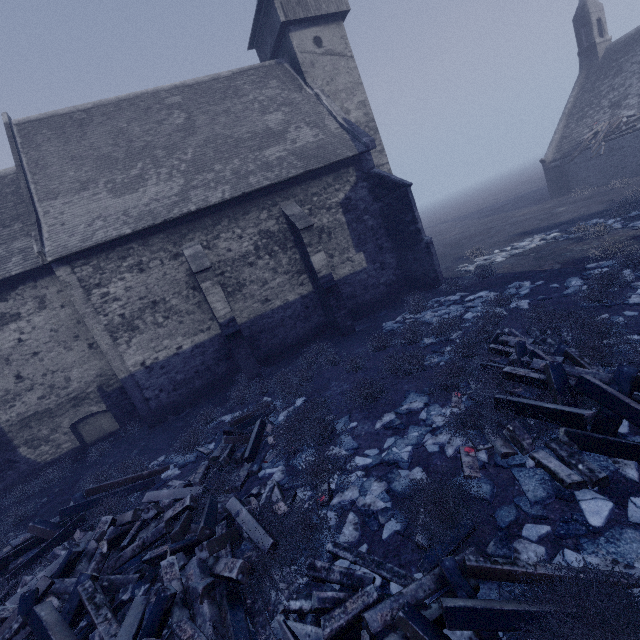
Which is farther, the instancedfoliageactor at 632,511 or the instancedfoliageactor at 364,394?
the instancedfoliageactor at 364,394

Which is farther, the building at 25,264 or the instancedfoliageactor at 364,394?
the building at 25,264

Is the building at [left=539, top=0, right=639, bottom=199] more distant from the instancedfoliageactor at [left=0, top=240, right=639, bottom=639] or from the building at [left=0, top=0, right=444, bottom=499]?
the building at [left=0, top=0, right=444, bottom=499]

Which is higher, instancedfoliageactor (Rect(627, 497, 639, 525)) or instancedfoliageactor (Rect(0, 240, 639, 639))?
instancedfoliageactor (Rect(0, 240, 639, 639))

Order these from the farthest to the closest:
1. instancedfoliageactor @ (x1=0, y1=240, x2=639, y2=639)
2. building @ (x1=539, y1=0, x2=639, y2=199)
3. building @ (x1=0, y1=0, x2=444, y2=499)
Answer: building @ (x1=539, y1=0, x2=639, y2=199) → building @ (x1=0, y1=0, x2=444, y2=499) → instancedfoliageactor @ (x1=0, y1=240, x2=639, y2=639)

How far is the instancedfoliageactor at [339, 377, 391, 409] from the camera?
7.4m

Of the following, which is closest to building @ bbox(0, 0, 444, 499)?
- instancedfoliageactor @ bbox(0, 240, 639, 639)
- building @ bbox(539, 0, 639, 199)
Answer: instancedfoliageactor @ bbox(0, 240, 639, 639)

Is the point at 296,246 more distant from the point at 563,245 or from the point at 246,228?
the point at 563,245
